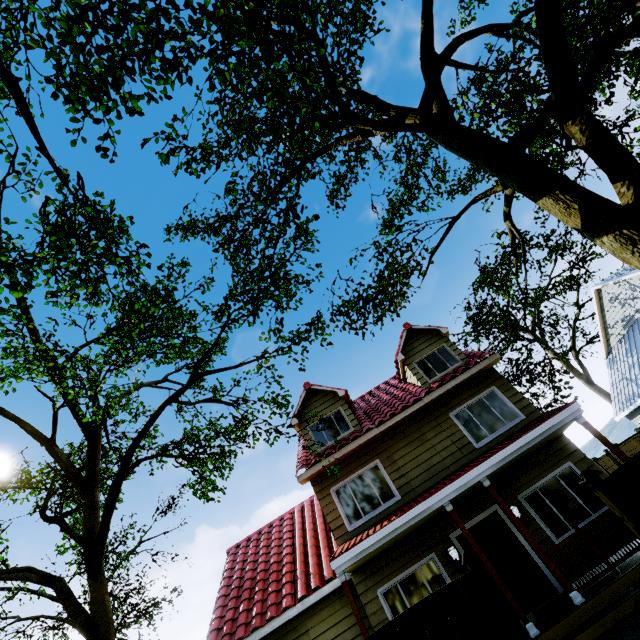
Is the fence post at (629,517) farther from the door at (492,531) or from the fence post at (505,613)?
the door at (492,531)

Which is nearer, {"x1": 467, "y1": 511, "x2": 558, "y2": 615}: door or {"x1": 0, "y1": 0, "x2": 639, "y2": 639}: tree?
{"x1": 0, "y1": 0, "x2": 639, "y2": 639}: tree

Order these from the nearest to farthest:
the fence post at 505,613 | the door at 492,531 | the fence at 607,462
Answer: the fence post at 505,613 < the fence at 607,462 < the door at 492,531

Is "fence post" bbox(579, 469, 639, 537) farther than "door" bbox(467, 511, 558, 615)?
No

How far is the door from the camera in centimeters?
838cm

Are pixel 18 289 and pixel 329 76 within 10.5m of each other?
yes

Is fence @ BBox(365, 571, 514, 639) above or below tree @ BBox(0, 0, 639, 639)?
below

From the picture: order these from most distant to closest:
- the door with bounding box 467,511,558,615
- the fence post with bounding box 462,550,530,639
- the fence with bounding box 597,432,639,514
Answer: the door with bounding box 467,511,558,615 < the fence with bounding box 597,432,639,514 < the fence post with bounding box 462,550,530,639
